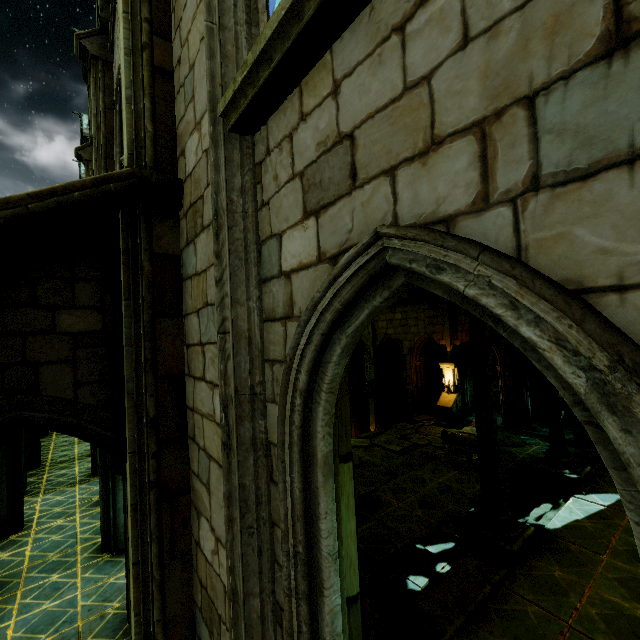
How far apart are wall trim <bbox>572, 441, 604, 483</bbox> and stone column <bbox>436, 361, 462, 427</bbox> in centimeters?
608cm

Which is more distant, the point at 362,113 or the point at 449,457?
the point at 449,457

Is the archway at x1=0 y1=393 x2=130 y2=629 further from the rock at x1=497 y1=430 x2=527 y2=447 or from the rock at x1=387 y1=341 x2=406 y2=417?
the rock at x1=497 y1=430 x2=527 y2=447

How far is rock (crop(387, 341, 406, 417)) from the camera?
23.0m

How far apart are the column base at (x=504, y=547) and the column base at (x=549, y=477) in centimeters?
307cm

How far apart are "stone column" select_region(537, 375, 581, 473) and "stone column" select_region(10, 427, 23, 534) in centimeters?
1509cm

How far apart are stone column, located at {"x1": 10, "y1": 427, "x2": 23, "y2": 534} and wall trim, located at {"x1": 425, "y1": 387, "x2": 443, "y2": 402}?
20.87m

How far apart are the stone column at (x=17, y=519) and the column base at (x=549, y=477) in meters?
14.9 m
